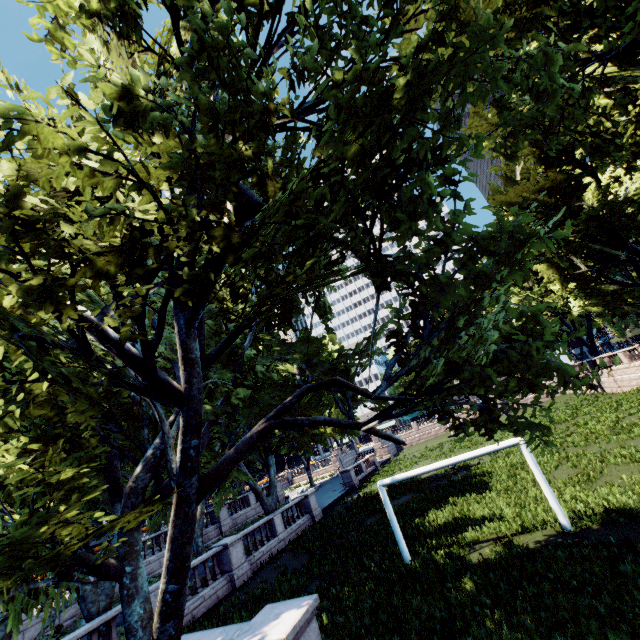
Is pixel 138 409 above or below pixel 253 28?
below
